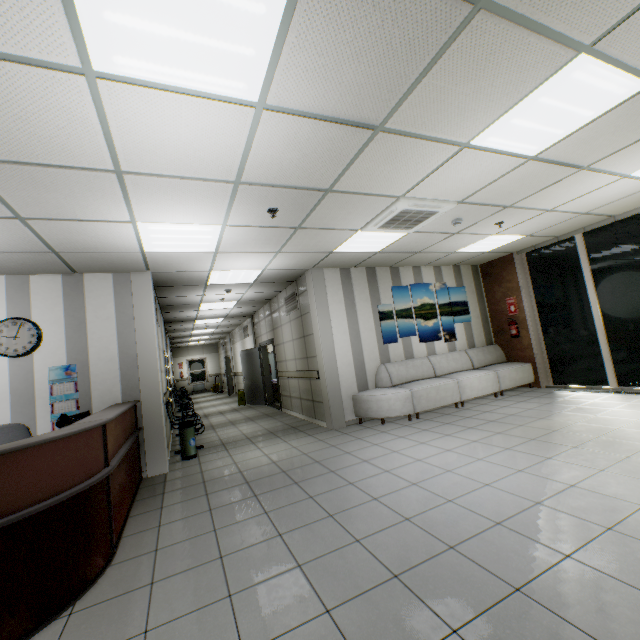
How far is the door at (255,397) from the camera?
10.4 meters

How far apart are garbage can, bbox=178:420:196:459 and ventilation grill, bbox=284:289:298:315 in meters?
3.3 m

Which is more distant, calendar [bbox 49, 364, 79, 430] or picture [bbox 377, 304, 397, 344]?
picture [bbox 377, 304, 397, 344]

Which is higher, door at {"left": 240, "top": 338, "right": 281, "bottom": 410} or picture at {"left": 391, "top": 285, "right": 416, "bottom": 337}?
picture at {"left": 391, "top": 285, "right": 416, "bottom": 337}

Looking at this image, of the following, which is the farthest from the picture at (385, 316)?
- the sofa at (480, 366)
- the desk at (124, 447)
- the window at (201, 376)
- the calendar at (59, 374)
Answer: the window at (201, 376)

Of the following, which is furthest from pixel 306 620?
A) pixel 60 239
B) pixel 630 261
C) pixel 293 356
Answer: pixel 630 261

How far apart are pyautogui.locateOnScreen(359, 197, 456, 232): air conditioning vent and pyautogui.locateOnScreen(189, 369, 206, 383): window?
20.2m

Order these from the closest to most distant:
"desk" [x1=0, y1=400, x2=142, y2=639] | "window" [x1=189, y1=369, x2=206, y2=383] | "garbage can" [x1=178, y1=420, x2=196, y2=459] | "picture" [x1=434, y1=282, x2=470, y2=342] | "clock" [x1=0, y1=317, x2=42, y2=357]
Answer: "desk" [x1=0, y1=400, x2=142, y2=639] → "clock" [x1=0, y1=317, x2=42, y2=357] → "garbage can" [x1=178, y1=420, x2=196, y2=459] → "picture" [x1=434, y1=282, x2=470, y2=342] → "window" [x1=189, y1=369, x2=206, y2=383]
